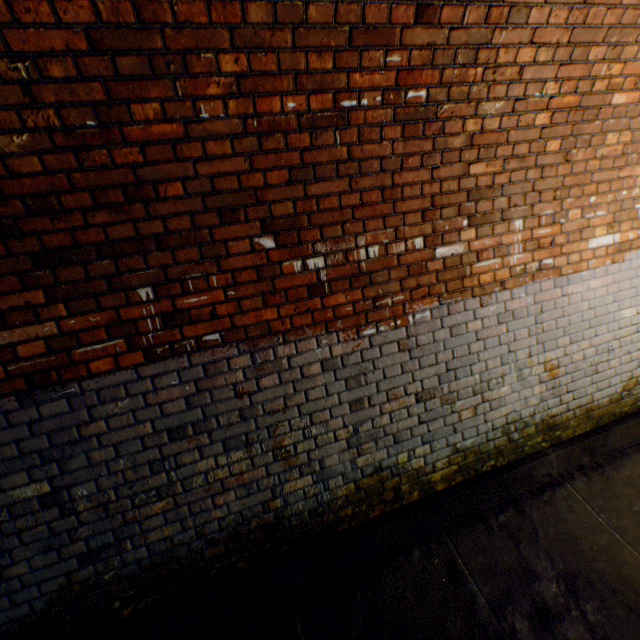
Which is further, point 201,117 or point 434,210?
point 434,210
